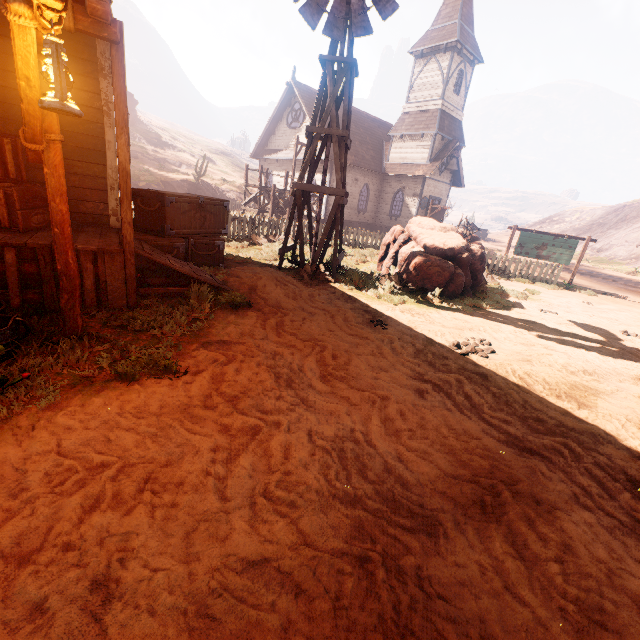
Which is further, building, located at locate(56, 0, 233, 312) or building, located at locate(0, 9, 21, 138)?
building, located at locate(0, 9, 21, 138)

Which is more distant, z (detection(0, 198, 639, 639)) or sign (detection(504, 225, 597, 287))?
sign (detection(504, 225, 597, 287))

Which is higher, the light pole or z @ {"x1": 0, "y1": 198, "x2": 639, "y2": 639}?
the light pole

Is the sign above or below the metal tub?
above

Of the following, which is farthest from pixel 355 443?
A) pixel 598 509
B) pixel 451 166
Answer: pixel 451 166

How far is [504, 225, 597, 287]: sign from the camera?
14.4 meters

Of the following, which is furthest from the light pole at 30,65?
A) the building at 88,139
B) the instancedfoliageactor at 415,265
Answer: the instancedfoliageactor at 415,265

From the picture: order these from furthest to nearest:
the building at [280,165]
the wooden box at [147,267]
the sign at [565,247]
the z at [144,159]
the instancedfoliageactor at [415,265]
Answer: the z at [144,159] → the building at [280,165] → the sign at [565,247] → the instancedfoliageactor at [415,265] → the wooden box at [147,267]
